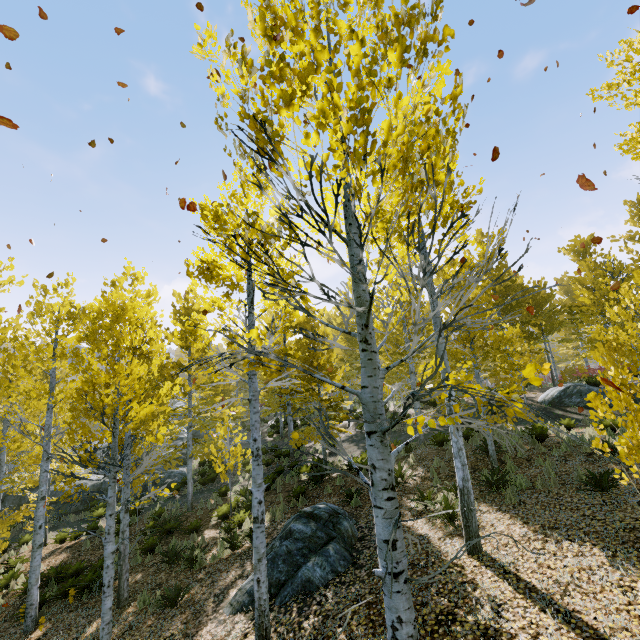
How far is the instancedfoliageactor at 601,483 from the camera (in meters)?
3.86

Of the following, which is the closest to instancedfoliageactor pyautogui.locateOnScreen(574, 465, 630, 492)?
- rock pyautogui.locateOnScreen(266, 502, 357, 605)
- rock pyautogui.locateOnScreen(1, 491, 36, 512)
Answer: rock pyautogui.locateOnScreen(1, 491, 36, 512)

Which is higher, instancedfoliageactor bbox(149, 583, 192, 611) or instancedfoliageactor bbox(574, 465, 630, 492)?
instancedfoliageactor bbox(574, 465, 630, 492)

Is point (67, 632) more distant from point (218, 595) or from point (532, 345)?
point (532, 345)

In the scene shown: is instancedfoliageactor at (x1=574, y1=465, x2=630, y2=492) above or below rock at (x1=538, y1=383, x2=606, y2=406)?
below

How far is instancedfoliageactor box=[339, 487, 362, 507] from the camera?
9.7m

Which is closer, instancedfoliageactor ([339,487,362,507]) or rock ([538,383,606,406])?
instancedfoliageactor ([339,487,362,507])

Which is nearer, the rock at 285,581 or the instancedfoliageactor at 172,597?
the rock at 285,581
